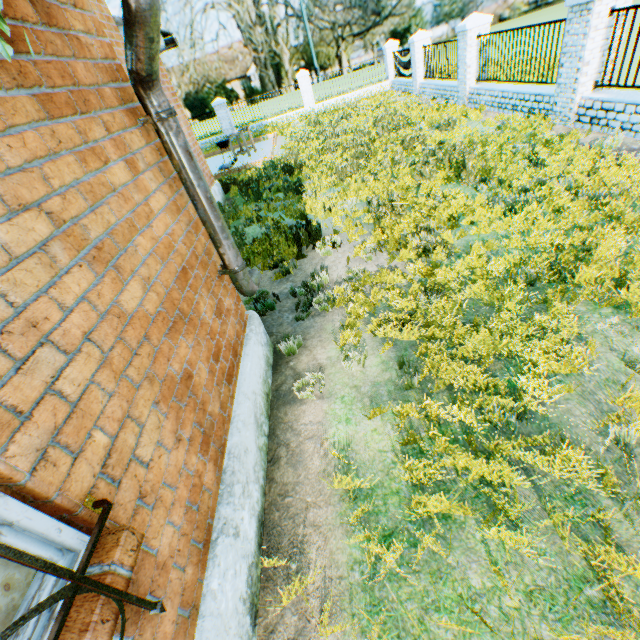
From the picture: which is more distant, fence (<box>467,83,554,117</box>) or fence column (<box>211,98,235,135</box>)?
fence column (<box>211,98,235,135</box>)

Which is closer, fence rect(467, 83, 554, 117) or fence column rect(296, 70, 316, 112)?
fence rect(467, 83, 554, 117)

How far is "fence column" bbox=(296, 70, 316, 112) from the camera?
19.8m

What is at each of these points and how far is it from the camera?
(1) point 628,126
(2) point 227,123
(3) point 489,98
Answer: (1) fence, 6.2m
(2) fence column, 21.1m
(3) fence, 10.4m

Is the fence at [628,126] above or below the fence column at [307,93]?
below

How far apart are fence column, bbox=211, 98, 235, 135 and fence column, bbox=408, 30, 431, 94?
11.4 meters

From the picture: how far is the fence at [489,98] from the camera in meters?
8.2 m

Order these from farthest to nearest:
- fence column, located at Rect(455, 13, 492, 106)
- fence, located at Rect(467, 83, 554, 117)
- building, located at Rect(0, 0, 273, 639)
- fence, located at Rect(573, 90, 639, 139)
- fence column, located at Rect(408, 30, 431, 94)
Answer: fence column, located at Rect(408, 30, 431, 94) < fence column, located at Rect(455, 13, 492, 106) < fence, located at Rect(467, 83, 554, 117) < fence, located at Rect(573, 90, 639, 139) < building, located at Rect(0, 0, 273, 639)
